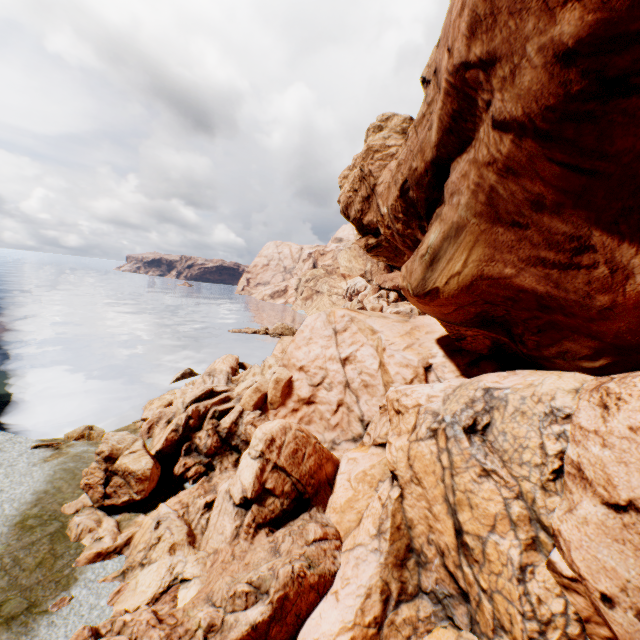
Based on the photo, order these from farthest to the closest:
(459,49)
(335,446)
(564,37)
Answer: (335,446)
(459,49)
(564,37)
